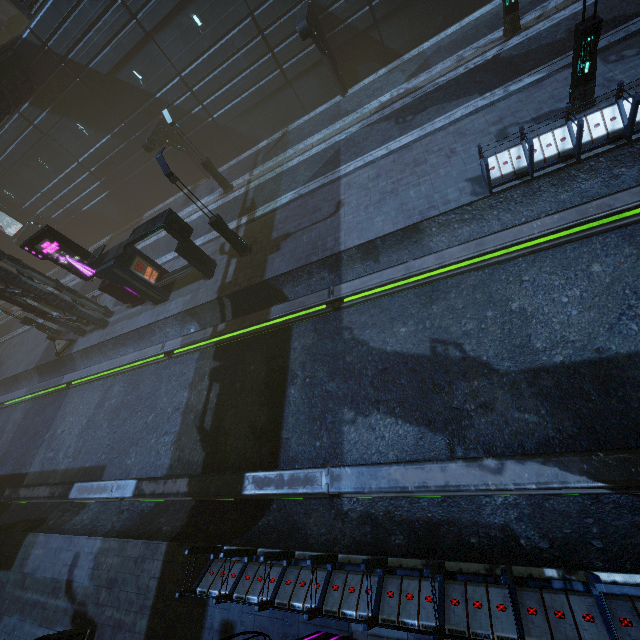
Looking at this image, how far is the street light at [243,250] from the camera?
13.1 meters

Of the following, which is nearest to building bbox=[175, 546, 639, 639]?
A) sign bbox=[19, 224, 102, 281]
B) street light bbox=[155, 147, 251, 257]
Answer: sign bbox=[19, 224, 102, 281]

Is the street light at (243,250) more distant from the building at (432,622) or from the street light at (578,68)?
the street light at (578,68)

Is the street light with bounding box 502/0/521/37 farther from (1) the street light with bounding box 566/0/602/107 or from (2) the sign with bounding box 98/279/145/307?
(2) the sign with bounding box 98/279/145/307

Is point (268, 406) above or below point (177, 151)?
below

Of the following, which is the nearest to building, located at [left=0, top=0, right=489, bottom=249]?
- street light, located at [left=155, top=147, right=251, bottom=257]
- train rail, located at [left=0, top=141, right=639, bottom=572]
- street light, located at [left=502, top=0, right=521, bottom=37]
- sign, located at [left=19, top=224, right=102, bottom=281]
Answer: train rail, located at [left=0, top=141, right=639, bottom=572]

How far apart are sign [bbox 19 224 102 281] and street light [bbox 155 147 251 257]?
7.4 meters

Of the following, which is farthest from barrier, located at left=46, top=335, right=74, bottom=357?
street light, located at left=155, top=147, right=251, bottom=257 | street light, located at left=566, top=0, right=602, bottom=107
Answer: street light, located at left=566, top=0, right=602, bottom=107
